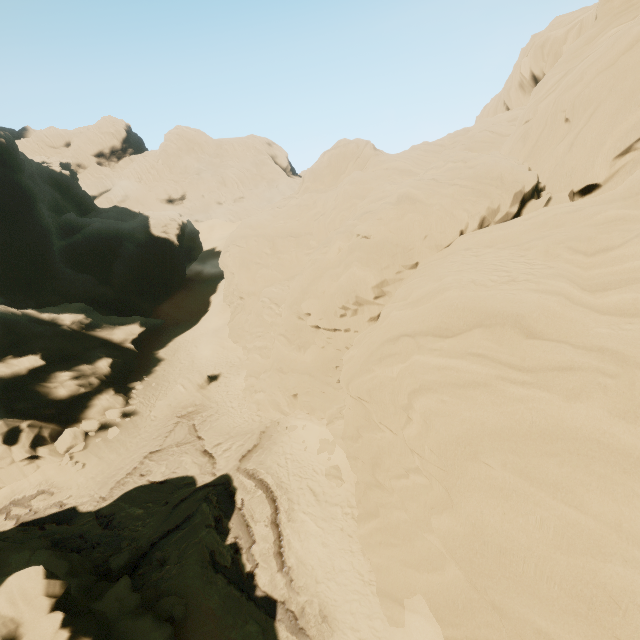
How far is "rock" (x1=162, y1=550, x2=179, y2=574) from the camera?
13.7m

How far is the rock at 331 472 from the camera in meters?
15.8 m

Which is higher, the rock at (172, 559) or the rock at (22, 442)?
the rock at (22, 442)

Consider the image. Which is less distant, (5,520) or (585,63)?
(585,63)

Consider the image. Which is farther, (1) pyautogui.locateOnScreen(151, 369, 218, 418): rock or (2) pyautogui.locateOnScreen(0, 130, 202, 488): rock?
(1) pyautogui.locateOnScreen(151, 369, 218, 418): rock
